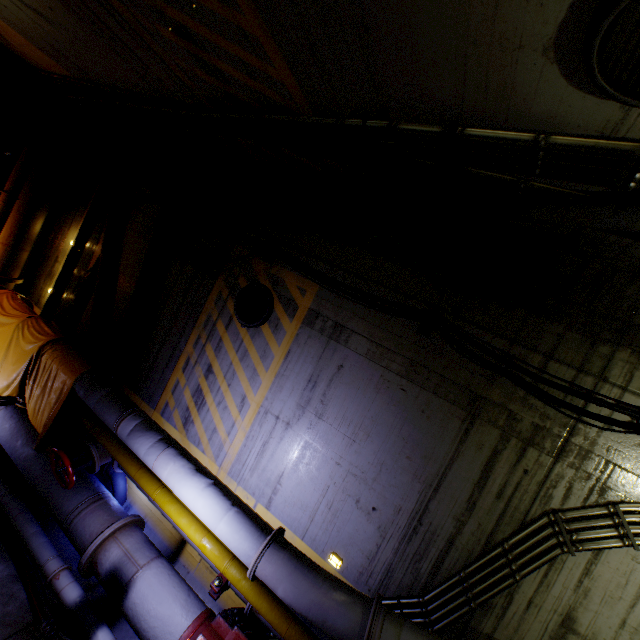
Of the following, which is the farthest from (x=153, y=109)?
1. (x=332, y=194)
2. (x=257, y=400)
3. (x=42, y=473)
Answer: (x=42, y=473)

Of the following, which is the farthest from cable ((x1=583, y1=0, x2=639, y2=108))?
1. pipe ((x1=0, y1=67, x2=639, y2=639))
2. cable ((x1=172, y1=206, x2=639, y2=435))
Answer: cable ((x1=172, y1=206, x2=639, y2=435))

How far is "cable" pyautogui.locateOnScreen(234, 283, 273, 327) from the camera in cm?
570

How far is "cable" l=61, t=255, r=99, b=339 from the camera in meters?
7.6 m

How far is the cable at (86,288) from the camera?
7.6m

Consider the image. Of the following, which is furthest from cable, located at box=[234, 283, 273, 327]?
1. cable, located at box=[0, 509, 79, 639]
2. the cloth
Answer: cable, located at box=[0, 509, 79, 639]

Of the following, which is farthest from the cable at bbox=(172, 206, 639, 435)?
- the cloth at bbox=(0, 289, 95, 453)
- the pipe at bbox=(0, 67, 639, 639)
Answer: the cloth at bbox=(0, 289, 95, 453)

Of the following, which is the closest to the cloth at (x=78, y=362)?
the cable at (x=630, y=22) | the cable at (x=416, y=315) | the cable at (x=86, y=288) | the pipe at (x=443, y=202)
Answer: the pipe at (x=443, y=202)
